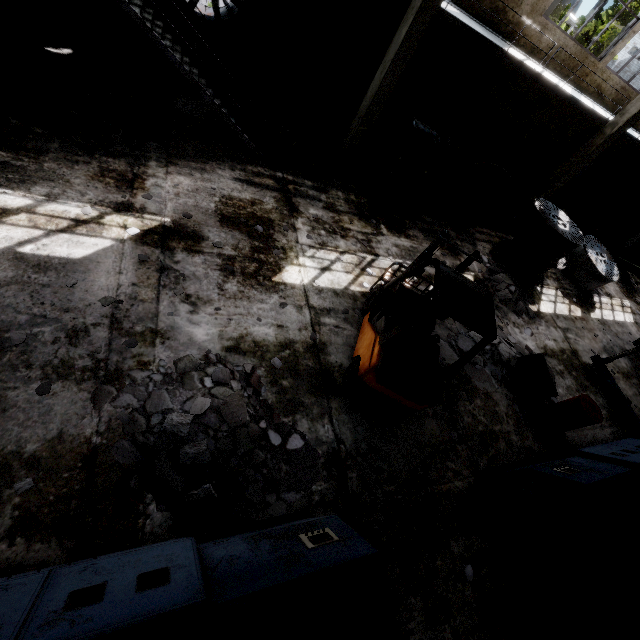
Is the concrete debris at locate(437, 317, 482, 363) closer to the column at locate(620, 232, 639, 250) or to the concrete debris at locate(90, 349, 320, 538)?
the concrete debris at locate(90, 349, 320, 538)

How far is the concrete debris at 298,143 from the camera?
9.0 meters

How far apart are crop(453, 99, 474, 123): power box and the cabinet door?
1.2 meters

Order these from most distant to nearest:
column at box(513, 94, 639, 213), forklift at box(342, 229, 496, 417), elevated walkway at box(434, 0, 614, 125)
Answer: column at box(513, 94, 639, 213), elevated walkway at box(434, 0, 614, 125), forklift at box(342, 229, 496, 417)

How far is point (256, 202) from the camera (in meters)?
7.46

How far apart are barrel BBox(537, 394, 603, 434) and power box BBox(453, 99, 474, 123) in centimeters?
1136cm

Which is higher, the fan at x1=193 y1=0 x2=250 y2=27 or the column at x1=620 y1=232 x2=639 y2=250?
the fan at x1=193 y1=0 x2=250 y2=27

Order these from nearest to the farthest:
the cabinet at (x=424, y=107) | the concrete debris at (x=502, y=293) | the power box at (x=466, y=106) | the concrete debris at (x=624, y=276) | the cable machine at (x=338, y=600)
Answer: the cable machine at (x=338, y=600) < the concrete debris at (x=502, y=293) < the cabinet at (x=424, y=107) < the power box at (x=466, y=106) < the concrete debris at (x=624, y=276)
